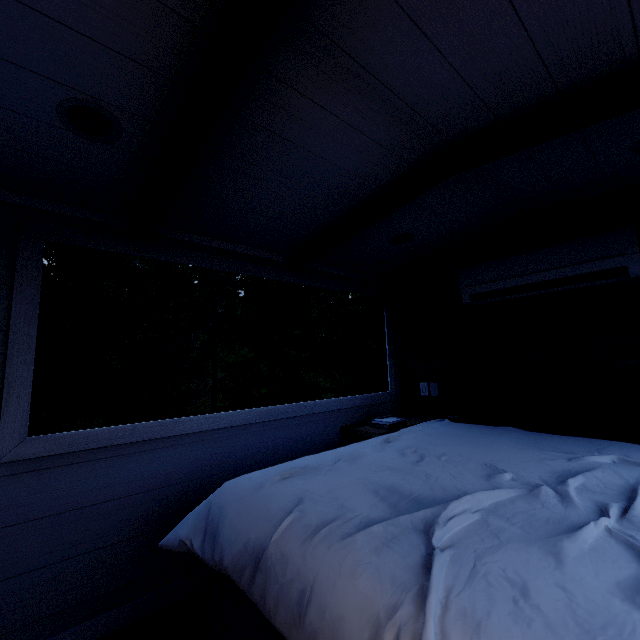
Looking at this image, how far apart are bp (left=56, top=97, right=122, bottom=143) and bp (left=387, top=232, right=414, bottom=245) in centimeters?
185cm

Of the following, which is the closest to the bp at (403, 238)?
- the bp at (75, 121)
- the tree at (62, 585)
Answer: the tree at (62, 585)

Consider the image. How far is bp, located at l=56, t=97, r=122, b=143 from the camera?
1.19m

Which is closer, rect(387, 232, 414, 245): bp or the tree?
the tree

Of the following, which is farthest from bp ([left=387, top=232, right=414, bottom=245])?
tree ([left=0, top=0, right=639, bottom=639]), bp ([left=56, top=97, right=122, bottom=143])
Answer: bp ([left=56, top=97, right=122, bottom=143])

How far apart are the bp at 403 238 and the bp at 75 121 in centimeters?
185cm

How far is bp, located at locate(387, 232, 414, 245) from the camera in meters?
2.5 m

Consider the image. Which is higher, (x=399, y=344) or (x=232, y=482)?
(x=399, y=344)
